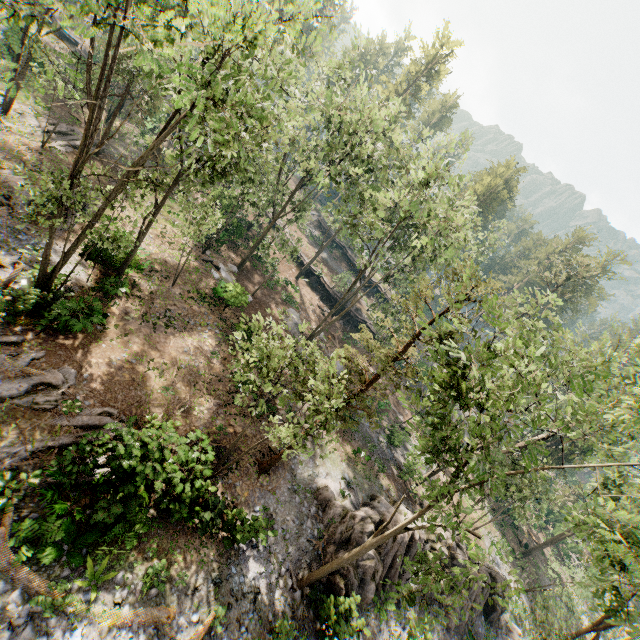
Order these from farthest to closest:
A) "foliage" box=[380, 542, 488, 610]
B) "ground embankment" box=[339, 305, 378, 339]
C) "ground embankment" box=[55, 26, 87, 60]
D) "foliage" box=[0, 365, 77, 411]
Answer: "ground embankment" box=[339, 305, 378, 339] → "ground embankment" box=[55, 26, 87, 60] → "foliage" box=[0, 365, 77, 411] → "foliage" box=[380, 542, 488, 610]

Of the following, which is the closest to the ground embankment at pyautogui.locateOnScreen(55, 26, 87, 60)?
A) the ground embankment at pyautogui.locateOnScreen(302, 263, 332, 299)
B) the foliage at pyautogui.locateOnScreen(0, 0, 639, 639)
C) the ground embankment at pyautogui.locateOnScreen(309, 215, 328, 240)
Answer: the foliage at pyautogui.locateOnScreen(0, 0, 639, 639)

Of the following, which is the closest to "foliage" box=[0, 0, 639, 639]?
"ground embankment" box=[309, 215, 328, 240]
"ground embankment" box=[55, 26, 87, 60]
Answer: "ground embankment" box=[55, 26, 87, 60]

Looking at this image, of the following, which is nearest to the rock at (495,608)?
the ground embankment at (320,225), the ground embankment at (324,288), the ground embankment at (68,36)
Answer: the ground embankment at (324,288)

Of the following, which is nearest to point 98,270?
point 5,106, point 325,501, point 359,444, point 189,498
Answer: point 189,498

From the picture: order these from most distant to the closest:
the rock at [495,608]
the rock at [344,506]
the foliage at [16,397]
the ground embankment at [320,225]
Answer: the ground embankment at [320,225] → the rock at [495,608] → the rock at [344,506] → the foliage at [16,397]

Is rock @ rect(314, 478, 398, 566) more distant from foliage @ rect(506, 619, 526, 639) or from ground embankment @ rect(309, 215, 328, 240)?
ground embankment @ rect(309, 215, 328, 240)

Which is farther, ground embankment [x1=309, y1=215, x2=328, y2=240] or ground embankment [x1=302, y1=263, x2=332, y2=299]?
ground embankment [x1=309, y1=215, x2=328, y2=240]
